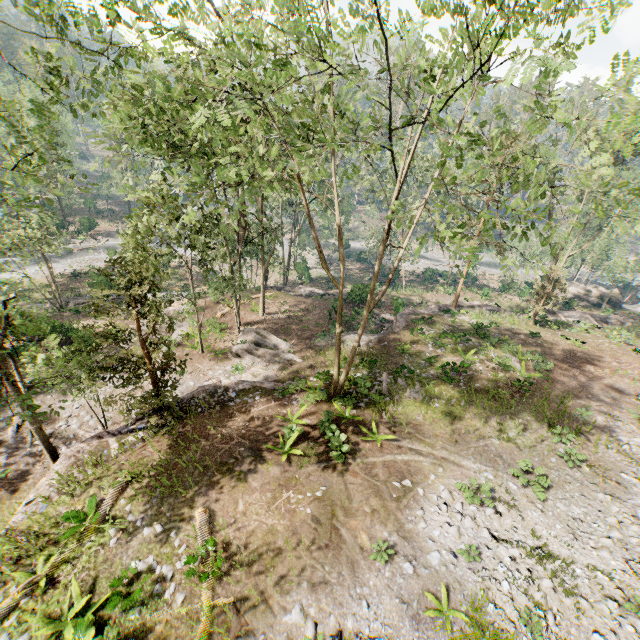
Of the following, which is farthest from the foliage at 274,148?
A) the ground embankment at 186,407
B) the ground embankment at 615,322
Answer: the ground embankment at 615,322

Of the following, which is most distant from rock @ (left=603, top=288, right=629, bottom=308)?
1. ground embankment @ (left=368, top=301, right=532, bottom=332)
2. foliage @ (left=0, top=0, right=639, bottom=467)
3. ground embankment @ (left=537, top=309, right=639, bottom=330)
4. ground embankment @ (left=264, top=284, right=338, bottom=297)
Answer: ground embankment @ (left=264, top=284, right=338, bottom=297)

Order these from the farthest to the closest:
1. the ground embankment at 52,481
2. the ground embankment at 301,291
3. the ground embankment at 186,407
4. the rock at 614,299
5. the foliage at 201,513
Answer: the rock at 614,299 < the ground embankment at 301,291 < the ground embankment at 186,407 < the ground embankment at 52,481 < the foliage at 201,513

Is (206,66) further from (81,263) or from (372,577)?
(81,263)

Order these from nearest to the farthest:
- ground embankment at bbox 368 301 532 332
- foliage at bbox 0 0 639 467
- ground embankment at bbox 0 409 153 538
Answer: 1. foliage at bbox 0 0 639 467
2. ground embankment at bbox 0 409 153 538
3. ground embankment at bbox 368 301 532 332

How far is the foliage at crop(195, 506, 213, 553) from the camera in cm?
1002

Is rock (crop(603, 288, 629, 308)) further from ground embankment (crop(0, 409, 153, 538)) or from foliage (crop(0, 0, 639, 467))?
ground embankment (crop(0, 409, 153, 538))
